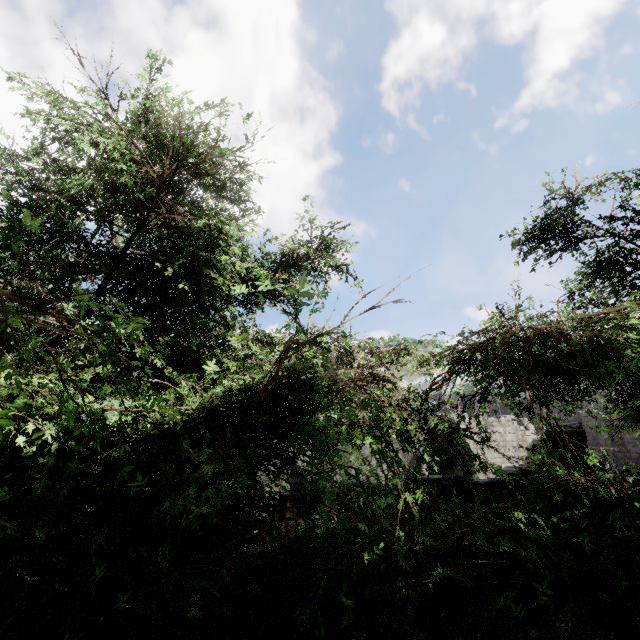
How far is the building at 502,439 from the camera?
8.2 meters

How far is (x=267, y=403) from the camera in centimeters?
281cm

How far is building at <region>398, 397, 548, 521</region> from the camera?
8.2m
